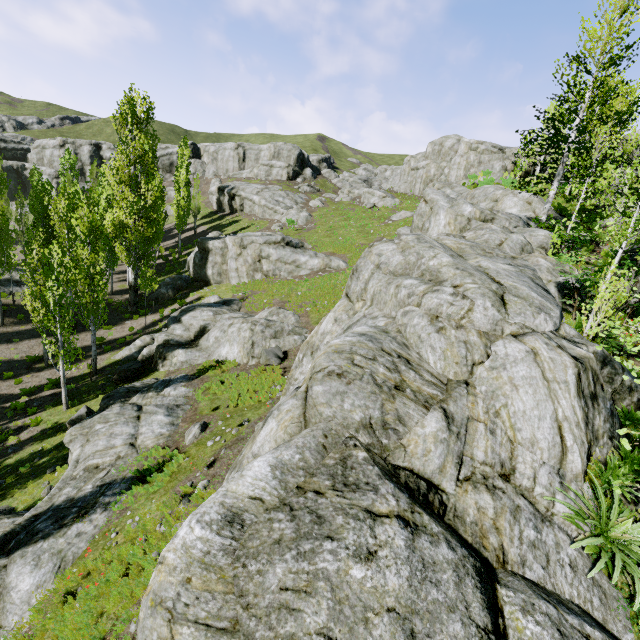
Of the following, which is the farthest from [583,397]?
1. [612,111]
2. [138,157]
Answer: [138,157]

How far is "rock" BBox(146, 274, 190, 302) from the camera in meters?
31.2 m

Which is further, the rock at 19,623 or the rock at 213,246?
the rock at 213,246

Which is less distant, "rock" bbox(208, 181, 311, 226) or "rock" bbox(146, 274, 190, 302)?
"rock" bbox(146, 274, 190, 302)

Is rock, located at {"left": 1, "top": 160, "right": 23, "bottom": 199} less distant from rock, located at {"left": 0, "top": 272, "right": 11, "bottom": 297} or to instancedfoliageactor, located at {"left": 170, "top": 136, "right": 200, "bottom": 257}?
instancedfoliageactor, located at {"left": 170, "top": 136, "right": 200, "bottom": 257}

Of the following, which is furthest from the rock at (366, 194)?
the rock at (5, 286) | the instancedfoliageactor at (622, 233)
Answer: the rock at (5, 286)
